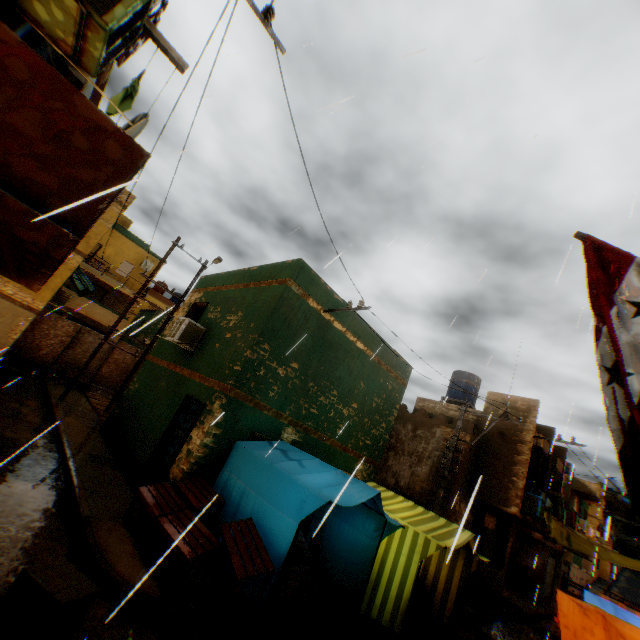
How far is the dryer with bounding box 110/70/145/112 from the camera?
4.1 meters

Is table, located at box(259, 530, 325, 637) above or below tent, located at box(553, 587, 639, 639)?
below

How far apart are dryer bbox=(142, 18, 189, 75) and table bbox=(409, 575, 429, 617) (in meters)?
0.36

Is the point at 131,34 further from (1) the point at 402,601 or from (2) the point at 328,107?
(1) the point at 402,601

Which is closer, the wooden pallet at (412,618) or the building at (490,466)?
the wooden pallet at (412,618)

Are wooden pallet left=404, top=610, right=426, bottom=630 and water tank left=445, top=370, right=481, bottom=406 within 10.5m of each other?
no

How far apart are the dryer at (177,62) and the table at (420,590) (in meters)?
0.36

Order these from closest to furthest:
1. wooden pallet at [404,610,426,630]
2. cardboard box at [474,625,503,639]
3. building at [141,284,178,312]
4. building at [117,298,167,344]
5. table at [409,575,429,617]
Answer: wooden pallet at [404,610,426,630] < table at [409,575,429,617] < cardboard box at [474,625,503,639] < building at [117,298,167,344] < building at [141,284,178,312]
